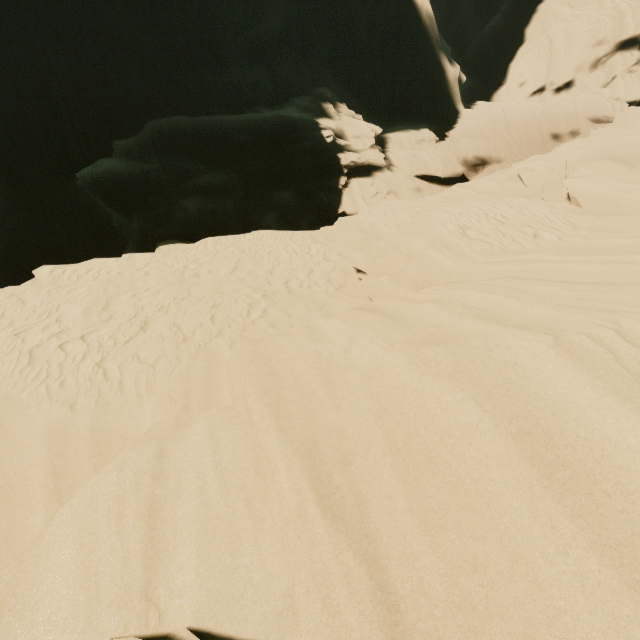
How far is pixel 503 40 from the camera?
30.9m
